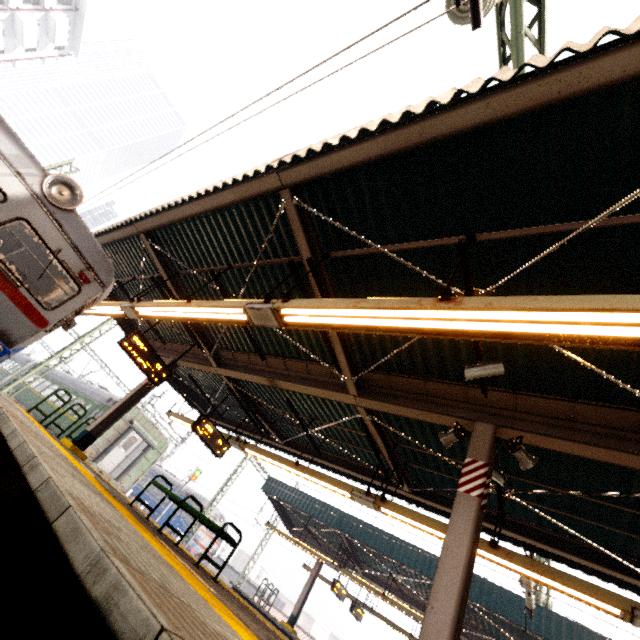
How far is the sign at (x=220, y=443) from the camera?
9.3 meters

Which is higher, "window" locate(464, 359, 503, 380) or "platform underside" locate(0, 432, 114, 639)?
"window" locate(464, 359, 503, 380)

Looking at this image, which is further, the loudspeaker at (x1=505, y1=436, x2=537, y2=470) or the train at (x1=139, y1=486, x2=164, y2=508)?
the train at (x1=139, y1=486, x2=164, y2=508)

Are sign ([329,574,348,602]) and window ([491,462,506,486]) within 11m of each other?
no

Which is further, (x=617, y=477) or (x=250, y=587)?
(x=250, y=587)

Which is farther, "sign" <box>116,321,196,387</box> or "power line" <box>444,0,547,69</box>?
"sign" <box>116,321,196,387</box>

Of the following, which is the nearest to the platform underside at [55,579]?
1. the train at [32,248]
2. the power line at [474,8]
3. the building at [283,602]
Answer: the train at [32,248]

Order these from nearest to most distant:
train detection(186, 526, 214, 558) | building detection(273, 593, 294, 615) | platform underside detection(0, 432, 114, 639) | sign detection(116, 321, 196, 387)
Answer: platform underside detection(0, 432, 114, 639) < sign detection(116, 321, 196, 387) < train detection(186, 526, 214, 558) < building detection(273, 593, 294, 615)
